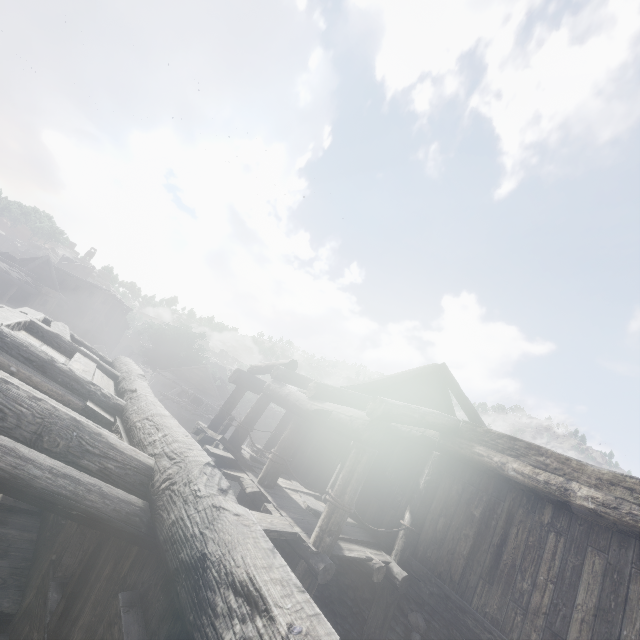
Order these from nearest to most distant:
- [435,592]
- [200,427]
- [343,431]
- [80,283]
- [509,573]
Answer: [509,573]
[435,592]
[343,431]
[200,427]
[80,283]
